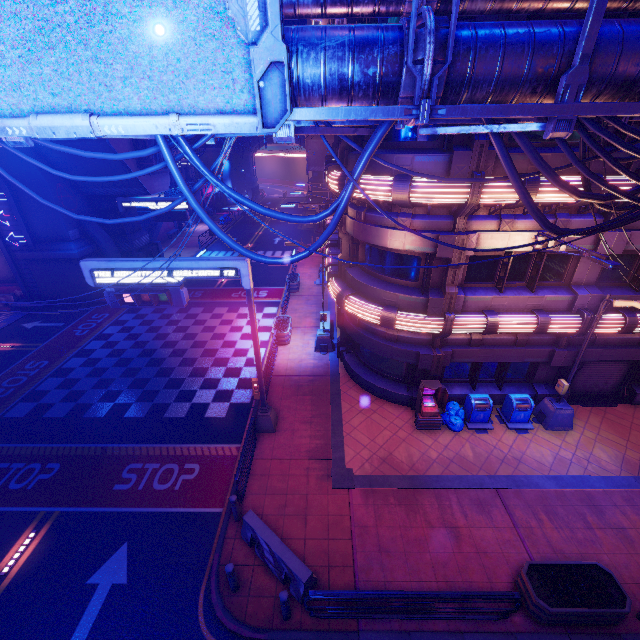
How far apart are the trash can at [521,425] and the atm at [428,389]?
2.6m

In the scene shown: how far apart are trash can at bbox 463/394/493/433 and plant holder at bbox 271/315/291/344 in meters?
9.7

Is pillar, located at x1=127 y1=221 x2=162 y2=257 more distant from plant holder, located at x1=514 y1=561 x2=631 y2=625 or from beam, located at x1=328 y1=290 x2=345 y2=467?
plant holder, located at x1=514 y1=561 x2=631 y2=625

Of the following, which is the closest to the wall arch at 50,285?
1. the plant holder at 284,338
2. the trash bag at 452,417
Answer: the plant holder at 284,338

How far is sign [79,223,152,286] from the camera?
10.0 meters

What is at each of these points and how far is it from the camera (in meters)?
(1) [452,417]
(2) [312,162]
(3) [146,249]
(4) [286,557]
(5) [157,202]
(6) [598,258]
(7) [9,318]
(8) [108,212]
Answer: (1) trash bag, 13.20
(2) walkway, 40.12
(3) pillar, 27.78
(4) fence, 8.38
(5) sign, 22.78
(6) street light, 8.30
(7) tunnel, 22.61
(8) pillar, 25.53

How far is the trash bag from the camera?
13.0m

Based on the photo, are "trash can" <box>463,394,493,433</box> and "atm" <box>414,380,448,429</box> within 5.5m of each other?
yes
